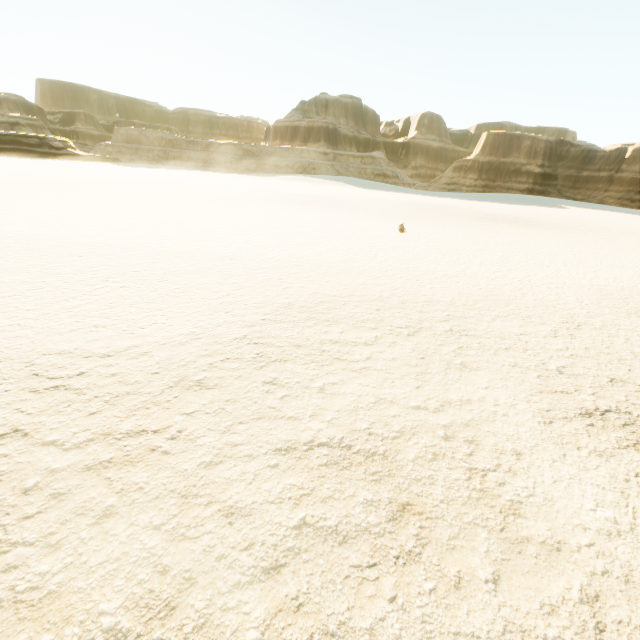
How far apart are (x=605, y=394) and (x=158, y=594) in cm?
547
